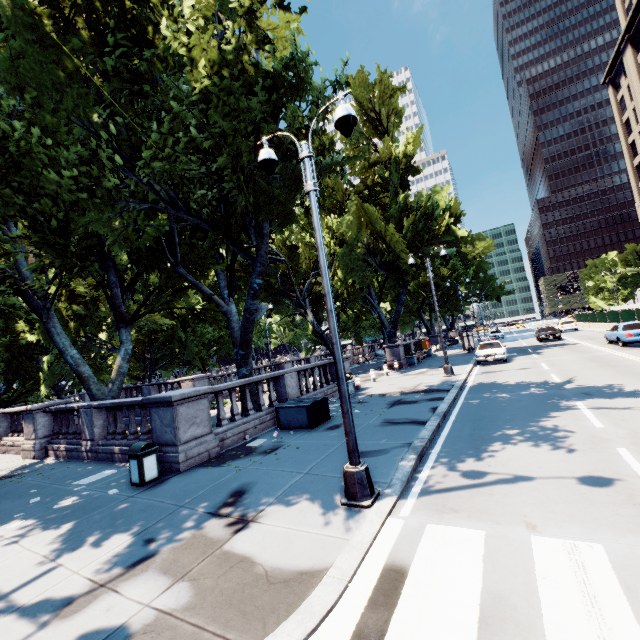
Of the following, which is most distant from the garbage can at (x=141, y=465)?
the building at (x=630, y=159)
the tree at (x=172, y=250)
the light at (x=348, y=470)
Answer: the building at (x=630, y=159)

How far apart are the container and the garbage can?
4.3 meters

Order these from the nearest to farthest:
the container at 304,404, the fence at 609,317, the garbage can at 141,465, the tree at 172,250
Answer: the garbage can at 141,465
the tree at 172,250
the container at 304,404
the fence at 609,317

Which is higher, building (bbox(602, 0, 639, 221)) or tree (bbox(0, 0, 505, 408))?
building (bbox(602, 0, 639, 221))

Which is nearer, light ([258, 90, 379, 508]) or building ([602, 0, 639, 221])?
light ([258, 90, 379, 508])

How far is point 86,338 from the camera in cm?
1529

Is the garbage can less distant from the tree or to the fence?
the tree

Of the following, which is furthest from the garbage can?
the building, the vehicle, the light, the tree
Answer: the building
